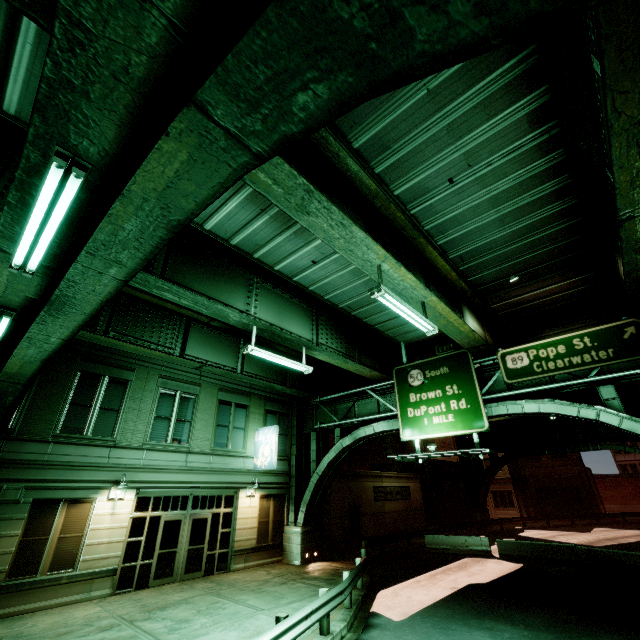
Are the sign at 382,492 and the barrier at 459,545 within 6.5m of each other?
yes

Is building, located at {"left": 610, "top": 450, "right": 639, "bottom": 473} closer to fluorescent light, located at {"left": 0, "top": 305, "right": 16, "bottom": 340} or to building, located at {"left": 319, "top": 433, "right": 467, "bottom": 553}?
building, located at {"left": 319, "top": 433, "right": 467, "bottom": 553}

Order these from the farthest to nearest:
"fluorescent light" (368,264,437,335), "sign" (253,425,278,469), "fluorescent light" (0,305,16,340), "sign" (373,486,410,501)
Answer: "sign" (373,486,410,501) < "sign" (253,425,278,469) < "fluorescent light" (368,264,437,335) < "fluorescent light" (0,305,16,340)

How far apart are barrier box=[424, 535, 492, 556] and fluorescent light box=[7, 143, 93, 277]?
25.6 meters

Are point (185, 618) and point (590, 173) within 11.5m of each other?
no

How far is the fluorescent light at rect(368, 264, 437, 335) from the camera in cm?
830

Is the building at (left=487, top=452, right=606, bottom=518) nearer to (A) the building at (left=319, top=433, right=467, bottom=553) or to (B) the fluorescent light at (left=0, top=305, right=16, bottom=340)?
(A) the building at (left=319, top=433, right=467, bottom=553)

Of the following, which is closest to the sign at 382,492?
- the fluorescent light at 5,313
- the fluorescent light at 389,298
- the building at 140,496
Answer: the building at 140,496
